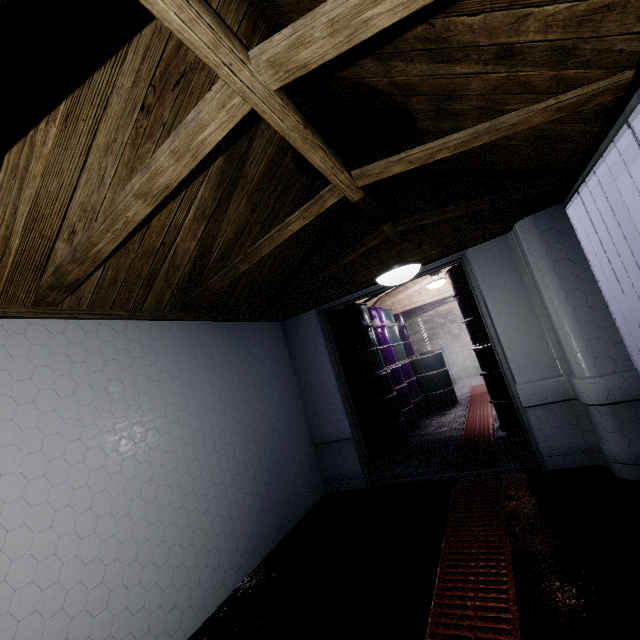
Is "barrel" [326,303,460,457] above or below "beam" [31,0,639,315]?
below

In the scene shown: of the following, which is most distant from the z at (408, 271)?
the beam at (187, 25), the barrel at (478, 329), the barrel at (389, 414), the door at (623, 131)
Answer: the barrel at (389, 414)

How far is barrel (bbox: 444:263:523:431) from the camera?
3.75m

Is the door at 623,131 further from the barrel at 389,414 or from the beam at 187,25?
the barrel at 389,414

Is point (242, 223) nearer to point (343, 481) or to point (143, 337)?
point (143, 337)

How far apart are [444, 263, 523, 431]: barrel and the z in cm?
184

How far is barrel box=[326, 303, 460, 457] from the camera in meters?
4.4 m

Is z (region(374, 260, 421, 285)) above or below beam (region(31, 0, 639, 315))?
below
